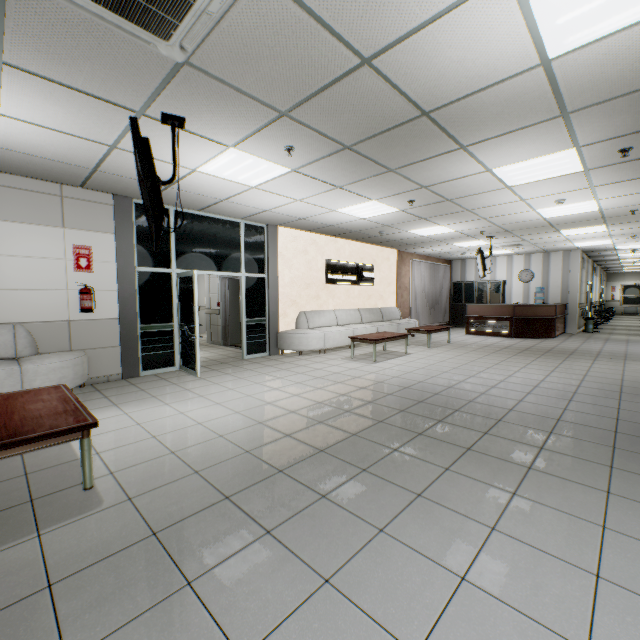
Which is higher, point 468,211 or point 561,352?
point 468,211

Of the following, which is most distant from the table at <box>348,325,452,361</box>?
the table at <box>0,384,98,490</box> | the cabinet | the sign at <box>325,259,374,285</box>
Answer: the cabinet

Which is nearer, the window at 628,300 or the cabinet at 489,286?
the cabinet at 489,286

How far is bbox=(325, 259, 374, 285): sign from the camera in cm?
955

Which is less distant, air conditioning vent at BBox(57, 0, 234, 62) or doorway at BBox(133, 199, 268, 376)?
air conditioning vent at BBox(57, 0, 234, 62)

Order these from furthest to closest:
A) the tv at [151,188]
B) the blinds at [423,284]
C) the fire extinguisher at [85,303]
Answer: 1. the blinds at [423,284]
2. the fire extinguisher at [85,303]
3. the tv at [151,188]

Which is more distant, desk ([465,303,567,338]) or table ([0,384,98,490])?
desk ([465,303,567,338])

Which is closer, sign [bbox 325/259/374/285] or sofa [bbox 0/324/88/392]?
sofa [bbox 0/324/88/392]
